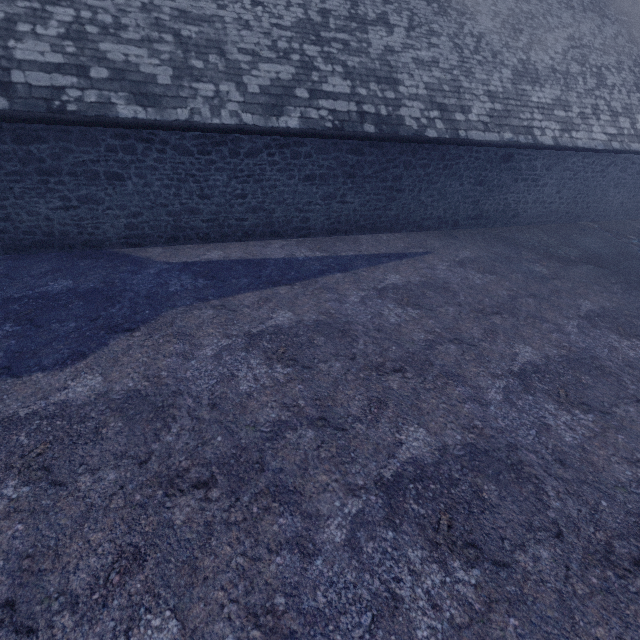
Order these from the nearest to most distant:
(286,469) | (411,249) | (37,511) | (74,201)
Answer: (37,511)
(286,469)
(74,201)
(411,249)
